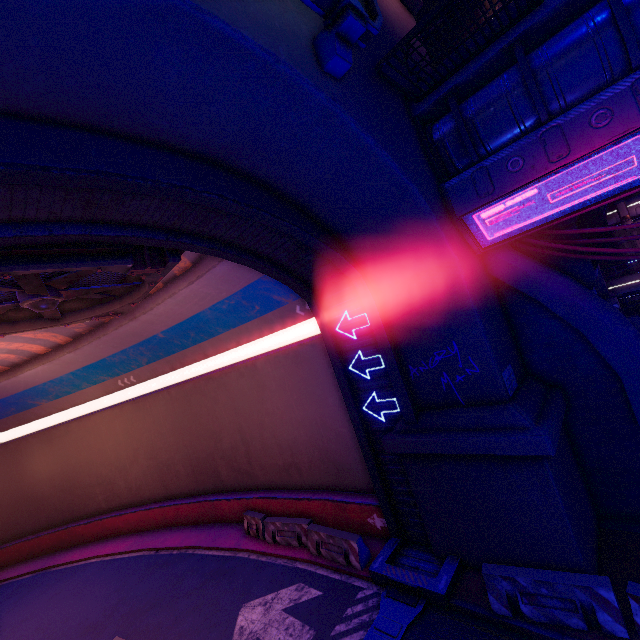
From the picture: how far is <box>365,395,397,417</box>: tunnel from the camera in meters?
10.2

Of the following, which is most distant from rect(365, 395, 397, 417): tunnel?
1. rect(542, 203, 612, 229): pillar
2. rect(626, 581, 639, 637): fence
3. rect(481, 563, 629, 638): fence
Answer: rect(542, 203, 612, 229): pillar

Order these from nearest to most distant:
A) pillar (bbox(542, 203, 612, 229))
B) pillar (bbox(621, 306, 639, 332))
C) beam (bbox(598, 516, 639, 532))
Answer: beam (bbox(598, 516, 639, 532)), pillar (bbox(542, 203, 612, 229)), pillar (bbox(621, 306, 639, 332))

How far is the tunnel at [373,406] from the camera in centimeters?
1017cm

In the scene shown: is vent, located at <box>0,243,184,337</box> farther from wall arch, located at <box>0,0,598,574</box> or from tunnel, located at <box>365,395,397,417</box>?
wall arch, located at <box>0,0,598,574</box>

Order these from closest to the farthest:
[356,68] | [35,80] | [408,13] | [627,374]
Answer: [35,80] < [356,68] < [627,374] < [408,13]

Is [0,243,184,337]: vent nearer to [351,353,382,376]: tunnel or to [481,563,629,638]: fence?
[351,353,382,376]: tunnel

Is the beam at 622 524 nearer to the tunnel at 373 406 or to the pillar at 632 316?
the tunnel at 373 406
